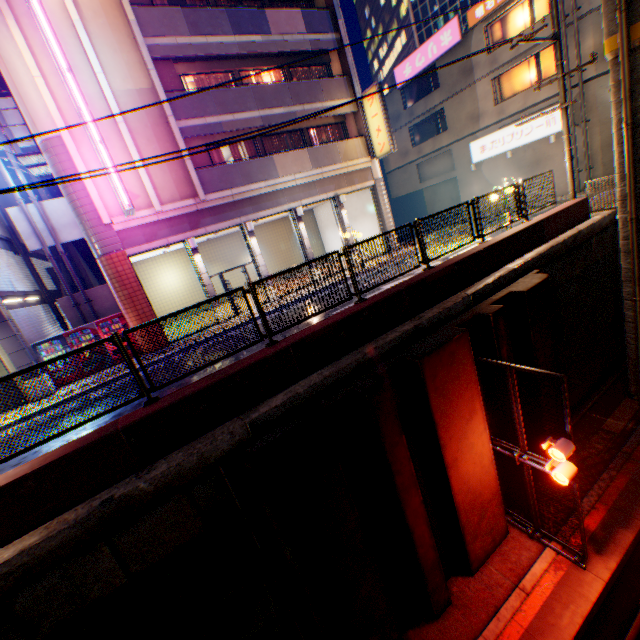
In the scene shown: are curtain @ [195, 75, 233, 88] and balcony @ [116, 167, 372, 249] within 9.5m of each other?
yes

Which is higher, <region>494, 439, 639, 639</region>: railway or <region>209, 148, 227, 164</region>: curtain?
<region>209, 148, 227, 164</region>: curtain

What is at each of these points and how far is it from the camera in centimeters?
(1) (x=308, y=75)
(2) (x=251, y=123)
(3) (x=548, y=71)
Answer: (1) curtain, 1831cm
(2) balcony, 1538cm
(3) window glass, 1900cm

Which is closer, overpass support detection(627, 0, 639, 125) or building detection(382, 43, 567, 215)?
overpass support detection(627, 0, 639, 125)

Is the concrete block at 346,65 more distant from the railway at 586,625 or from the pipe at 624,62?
the railway at 586,625

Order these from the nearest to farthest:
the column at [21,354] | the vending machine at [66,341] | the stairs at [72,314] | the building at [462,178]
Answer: the column at [21,354] < the vending machine at [66,341] < the stairs at [72,314] < the building at [462,178]

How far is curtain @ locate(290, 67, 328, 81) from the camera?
18.0m

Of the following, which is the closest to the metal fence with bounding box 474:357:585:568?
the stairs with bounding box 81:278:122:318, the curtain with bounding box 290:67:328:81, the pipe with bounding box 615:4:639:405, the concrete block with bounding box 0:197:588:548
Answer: the concrete block with bounding box 0:197:588:548
